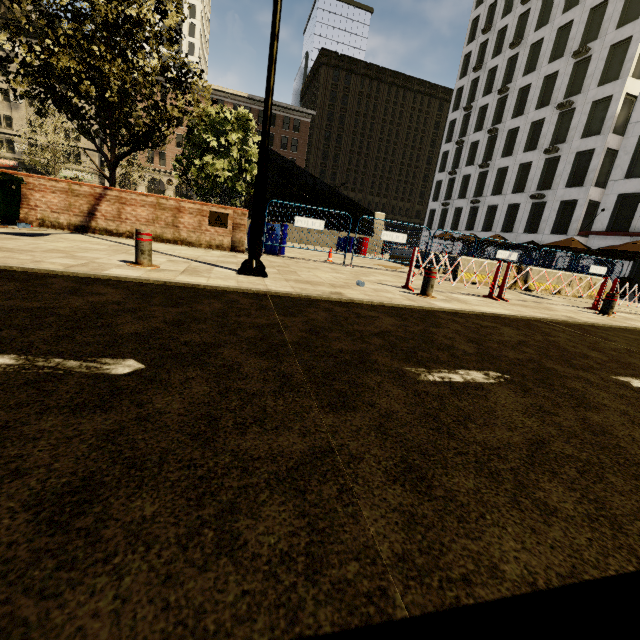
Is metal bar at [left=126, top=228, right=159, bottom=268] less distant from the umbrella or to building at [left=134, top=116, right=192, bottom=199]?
the umbrella

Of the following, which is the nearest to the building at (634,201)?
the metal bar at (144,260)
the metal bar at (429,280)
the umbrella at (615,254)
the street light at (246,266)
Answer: the umbrella at (615,254)

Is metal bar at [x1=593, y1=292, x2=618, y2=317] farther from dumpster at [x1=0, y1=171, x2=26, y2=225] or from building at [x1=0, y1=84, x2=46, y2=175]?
building at [x1=0, y1=84, x2=46, y2=175]

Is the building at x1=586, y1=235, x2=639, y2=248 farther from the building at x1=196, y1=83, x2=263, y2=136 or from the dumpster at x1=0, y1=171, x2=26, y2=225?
the building at x1=196, y1=83, x2=263, y2=136

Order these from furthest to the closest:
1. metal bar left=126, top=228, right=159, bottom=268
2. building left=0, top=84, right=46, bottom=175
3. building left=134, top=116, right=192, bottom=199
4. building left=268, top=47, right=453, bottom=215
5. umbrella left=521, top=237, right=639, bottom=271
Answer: building left=268, top=47, right=453, bottom=215, building left=134, top=116, right=192, bottom=199, building left=0, top=84, right=46, bottom=175, umbrella left=521, top=237, right=639, bottom=271, metal bar left=126, top=228, right=159, bottom=268

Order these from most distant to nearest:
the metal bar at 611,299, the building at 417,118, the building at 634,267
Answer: the building at 417,118
the building at 634,267
the metal bar at 611,299

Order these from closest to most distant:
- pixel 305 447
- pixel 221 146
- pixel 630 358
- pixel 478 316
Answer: pixel 305 447 → pixel 630 358 → pixel 478 316 → pixel 221 146

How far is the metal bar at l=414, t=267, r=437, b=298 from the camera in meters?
6.1 m
